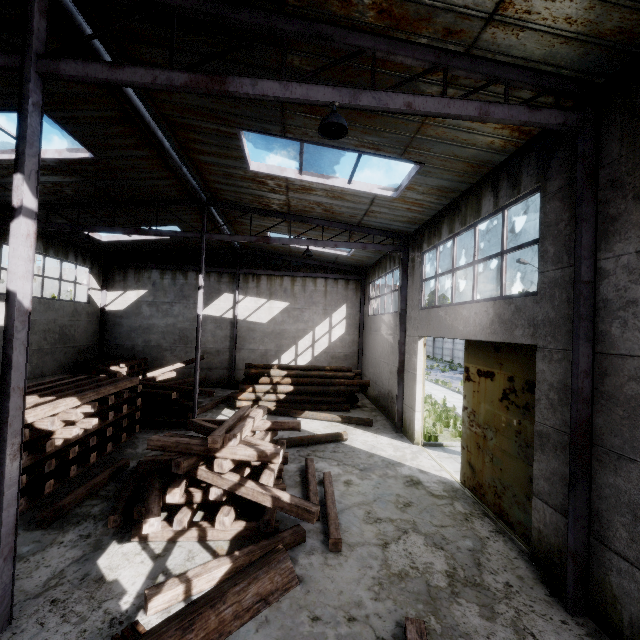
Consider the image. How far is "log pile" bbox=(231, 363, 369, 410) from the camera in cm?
1518

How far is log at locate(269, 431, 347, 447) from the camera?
10.5 meters

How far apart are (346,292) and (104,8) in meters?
16.8 m

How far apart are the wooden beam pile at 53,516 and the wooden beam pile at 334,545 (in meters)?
5.26

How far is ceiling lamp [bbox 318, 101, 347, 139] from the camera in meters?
4.3 m

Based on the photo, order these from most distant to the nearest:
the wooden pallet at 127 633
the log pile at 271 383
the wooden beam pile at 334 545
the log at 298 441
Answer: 1. the log pile at 271 383
2. the log at 298 441
3. the wooden beam pile at 334 545
4. the wooden pallet at 127 633

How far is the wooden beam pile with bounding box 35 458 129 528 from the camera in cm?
610

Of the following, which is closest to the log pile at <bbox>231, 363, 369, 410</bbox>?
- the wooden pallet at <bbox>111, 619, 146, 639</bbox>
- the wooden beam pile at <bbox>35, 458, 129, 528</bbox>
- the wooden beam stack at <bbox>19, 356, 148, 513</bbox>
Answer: the wooden beam stack at <bbox>19, 356, 148, 513</bbox>
